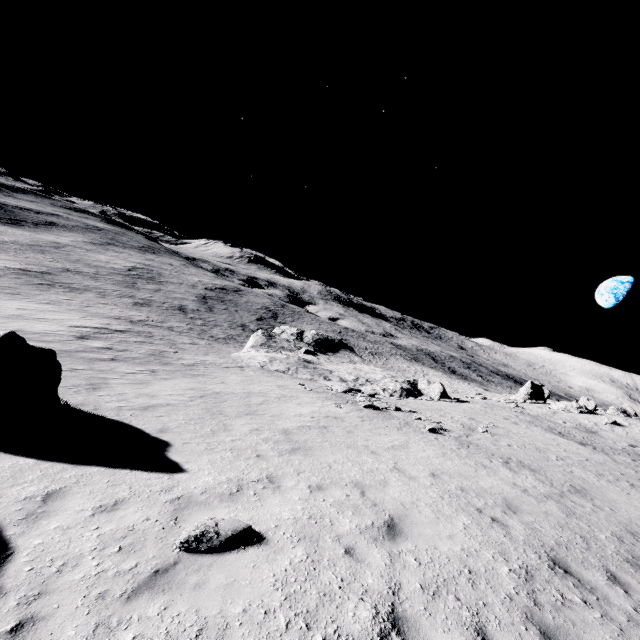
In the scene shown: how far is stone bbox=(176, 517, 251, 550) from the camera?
4.76m

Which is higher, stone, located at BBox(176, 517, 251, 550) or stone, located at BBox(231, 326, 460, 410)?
stone, located at BBox(176, 517, 251, 550)

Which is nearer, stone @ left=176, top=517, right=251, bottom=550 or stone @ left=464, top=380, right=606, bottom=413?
stone @ left=176, top=517, right=251, bottom=550

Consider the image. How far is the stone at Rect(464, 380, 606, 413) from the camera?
31.1 meters

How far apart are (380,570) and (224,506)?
3.00m

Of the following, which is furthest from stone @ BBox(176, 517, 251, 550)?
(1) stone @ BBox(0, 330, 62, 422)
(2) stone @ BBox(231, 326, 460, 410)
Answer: (2) stone @ BBox(231, 326, 460, 410)

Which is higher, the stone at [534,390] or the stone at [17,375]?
the stone at [534,390]

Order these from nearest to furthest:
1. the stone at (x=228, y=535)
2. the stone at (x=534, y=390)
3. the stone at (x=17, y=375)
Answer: the stone at (x=228, y=535) < the stone at (x=17, y=375) < the stone at (x=534, y=390)
